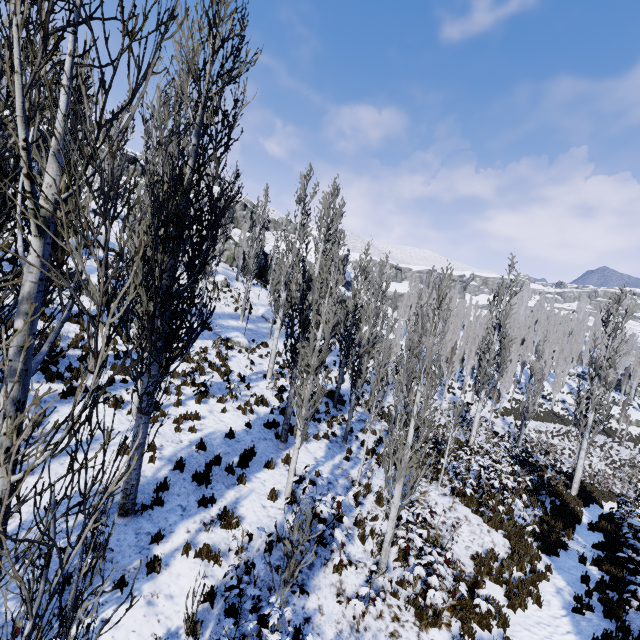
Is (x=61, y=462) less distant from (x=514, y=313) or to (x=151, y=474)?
(x=151, y=474)

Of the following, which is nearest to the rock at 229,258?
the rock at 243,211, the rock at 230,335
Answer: the rock at 243,211

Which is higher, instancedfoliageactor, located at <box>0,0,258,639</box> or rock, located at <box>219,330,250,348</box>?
instancedfoliageactor, located at <box>0,0,258,639</box>

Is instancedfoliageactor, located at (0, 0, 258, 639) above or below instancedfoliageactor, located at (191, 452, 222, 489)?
above

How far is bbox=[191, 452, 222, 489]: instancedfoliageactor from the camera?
8.3 meters

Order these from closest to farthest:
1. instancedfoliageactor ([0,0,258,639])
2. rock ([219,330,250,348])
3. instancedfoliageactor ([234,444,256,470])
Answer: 1. instancedfoliageactor ([0,0,258,639])
2. instancedfoliageactor ([234,444,256,470])
3. rock ([219,330,250,348])

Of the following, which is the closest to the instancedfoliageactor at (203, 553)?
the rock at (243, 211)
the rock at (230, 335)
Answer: the rock at (230, 335)

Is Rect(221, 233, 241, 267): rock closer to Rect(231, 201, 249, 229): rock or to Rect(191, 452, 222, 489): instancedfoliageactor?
Rect(191, 452, 222, 489): instancedfoliageactor
